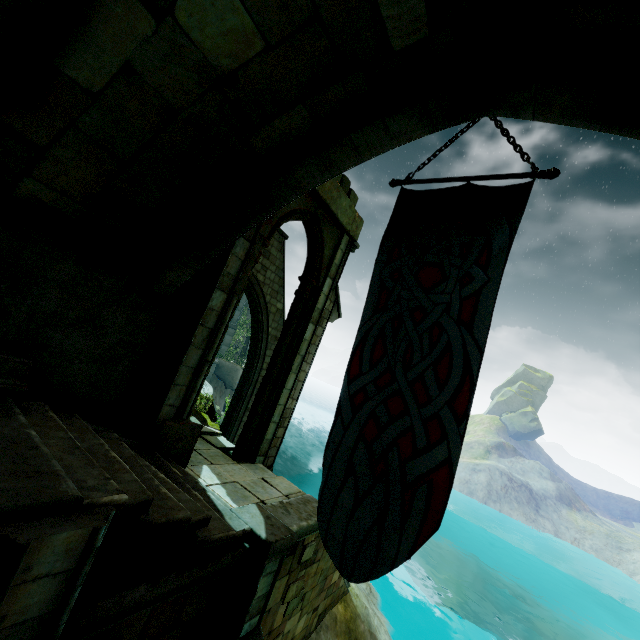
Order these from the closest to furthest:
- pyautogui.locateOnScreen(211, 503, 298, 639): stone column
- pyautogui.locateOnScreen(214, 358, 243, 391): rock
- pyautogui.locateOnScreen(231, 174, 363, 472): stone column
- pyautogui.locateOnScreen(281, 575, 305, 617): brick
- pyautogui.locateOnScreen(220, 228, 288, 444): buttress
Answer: pyautogui.locateOnScreen(211, 503, 298, 639): stone column
pyautogui.locateOnScreen(281, 575, 305, 617): brick
pyautogui.locateOnScreen(231, 174, 363, 472): stone column
pyautogui.locateOnScreen(220, 228, 288, 444): buttress
pyautogui.locateOnScreen(214, 358, 243, 391): rock

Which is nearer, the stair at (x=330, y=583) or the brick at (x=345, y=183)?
the stair at (x=330, y=583)

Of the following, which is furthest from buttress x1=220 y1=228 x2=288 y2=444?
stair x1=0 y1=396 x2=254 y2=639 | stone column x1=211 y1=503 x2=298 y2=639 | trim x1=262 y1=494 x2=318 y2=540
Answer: stone column x1=211 y1=503 x2=298 y2=639

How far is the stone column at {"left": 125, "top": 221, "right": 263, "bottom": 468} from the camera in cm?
598

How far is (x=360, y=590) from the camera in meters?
11.8 m

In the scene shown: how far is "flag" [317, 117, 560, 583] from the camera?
3.43m

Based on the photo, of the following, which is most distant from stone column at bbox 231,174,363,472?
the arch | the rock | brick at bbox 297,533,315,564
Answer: the rock

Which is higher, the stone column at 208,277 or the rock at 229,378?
the stone column at 208,277
